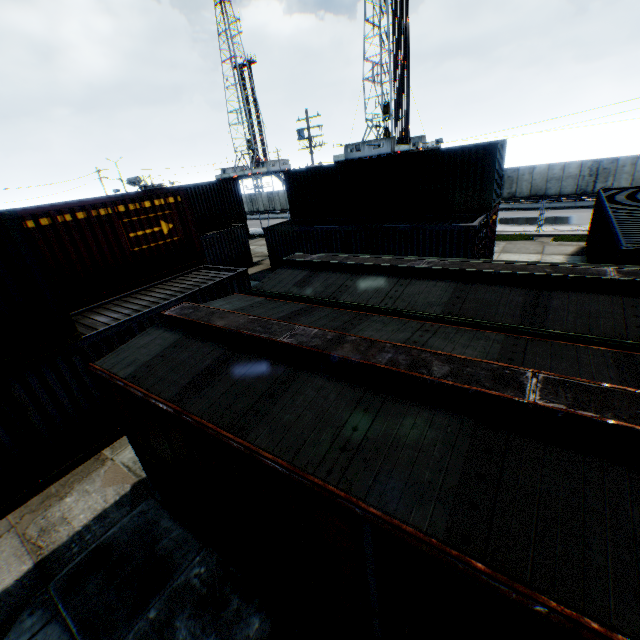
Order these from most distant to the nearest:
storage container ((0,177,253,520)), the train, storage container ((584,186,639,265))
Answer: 1. storage container ((584,186,639,265))
2. storage container ((0,177,253,520))
3. the train

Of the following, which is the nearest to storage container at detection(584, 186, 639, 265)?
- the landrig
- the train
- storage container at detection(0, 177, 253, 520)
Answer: the train

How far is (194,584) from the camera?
5.36m

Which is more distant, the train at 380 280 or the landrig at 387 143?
the landrig at 387 143

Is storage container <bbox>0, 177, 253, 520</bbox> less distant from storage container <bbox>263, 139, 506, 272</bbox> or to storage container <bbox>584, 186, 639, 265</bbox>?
storage container <bbox>263, 139, 506, 272</bbox>

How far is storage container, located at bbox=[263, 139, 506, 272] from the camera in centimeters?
1438cm

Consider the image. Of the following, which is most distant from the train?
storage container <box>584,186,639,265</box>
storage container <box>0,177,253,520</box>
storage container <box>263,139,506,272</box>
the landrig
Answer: the landrig

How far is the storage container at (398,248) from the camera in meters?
14.4 m
